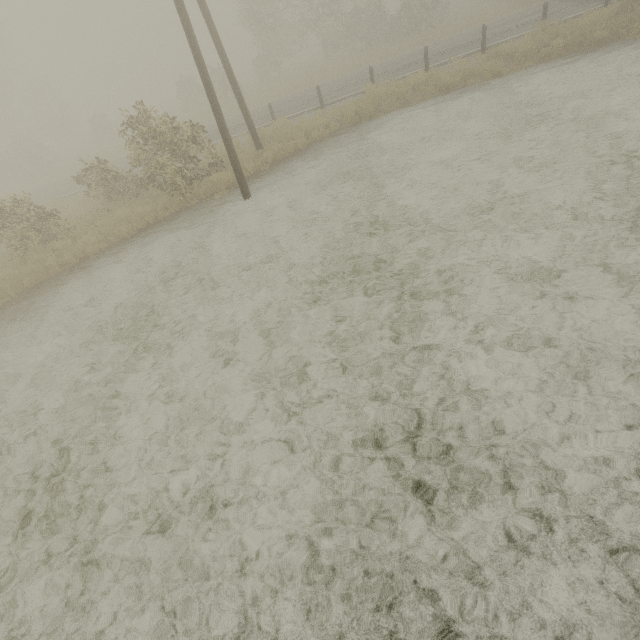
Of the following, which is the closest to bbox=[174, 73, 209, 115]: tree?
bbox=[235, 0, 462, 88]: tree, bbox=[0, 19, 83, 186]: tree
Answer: bbox=[235, 0, 462, 88]: tree

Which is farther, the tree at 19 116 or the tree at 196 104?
the tree at 196 104

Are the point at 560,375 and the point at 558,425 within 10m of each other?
yes

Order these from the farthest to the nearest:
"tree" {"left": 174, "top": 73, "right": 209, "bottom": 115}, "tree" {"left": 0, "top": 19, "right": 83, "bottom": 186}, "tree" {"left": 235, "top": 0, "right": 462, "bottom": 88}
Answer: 1. "tree" {"left": 174, "top": 73, "right": 209, "bottom": 115}
2. "tree" {"left": 0, "top": 19, "right": 83, "bottom": 186}
3. "tree" {"left": 235, "top": 0, "right": 462, "bottom": 88}

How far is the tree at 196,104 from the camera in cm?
3134

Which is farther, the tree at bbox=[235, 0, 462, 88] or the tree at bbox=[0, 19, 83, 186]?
the tree at bbox=[0, 19, 83, 186]

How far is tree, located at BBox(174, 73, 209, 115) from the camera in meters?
31.3
